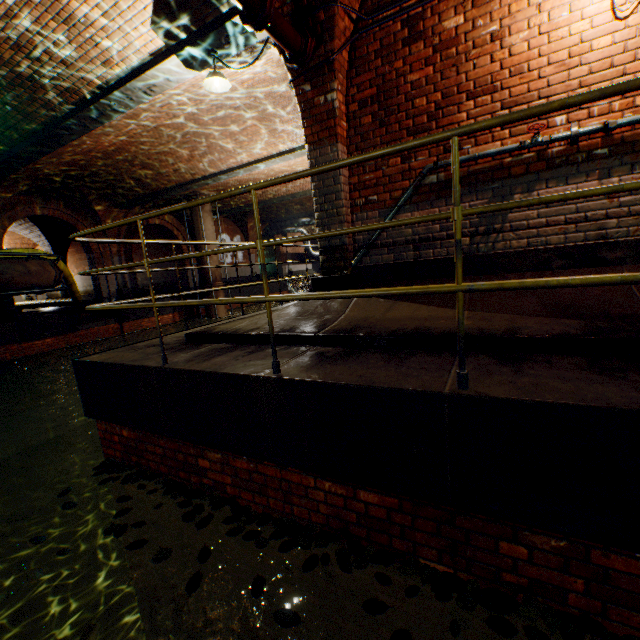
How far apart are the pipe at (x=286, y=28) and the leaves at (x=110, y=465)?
4.4m

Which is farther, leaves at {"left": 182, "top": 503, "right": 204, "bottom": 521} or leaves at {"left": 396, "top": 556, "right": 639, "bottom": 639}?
leaves at {"left": 182, "top": 503, "right": 204, "bottom": 521}

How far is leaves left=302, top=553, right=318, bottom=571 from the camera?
2.1m

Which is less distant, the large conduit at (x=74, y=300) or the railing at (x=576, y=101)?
the railing at (x=576, y=101)

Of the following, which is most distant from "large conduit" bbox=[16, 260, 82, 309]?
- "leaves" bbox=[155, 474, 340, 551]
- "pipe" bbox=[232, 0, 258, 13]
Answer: "pipe" bbox=[232, 0, 258, 13]

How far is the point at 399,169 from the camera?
3.78m

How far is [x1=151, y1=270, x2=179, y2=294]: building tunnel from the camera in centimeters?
2084cm

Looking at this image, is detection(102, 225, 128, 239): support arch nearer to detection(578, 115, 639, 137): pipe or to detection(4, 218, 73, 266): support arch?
detection(4, 218, 73, 266): support arch
